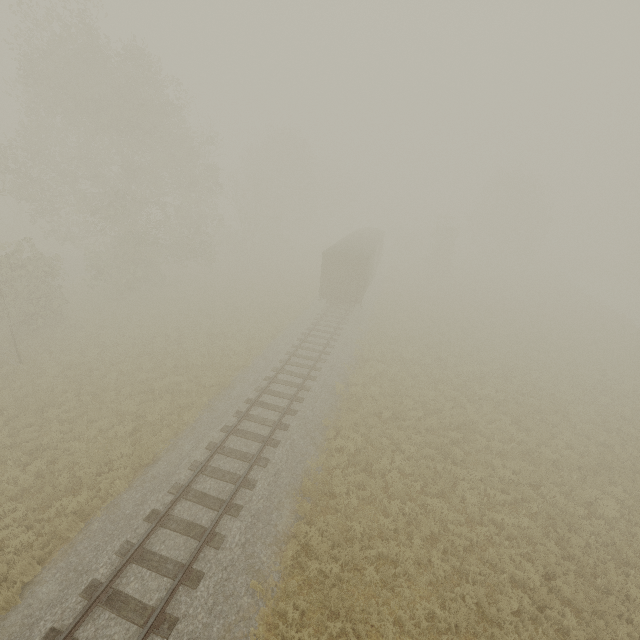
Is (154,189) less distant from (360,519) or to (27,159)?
(27,159)

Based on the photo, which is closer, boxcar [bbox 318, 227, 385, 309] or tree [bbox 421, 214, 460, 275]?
boxcar [bbox 318, 227, 385, 309]

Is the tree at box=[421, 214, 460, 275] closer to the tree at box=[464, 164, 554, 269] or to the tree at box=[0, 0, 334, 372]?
the tree at box=[0, 0, 334, 372]

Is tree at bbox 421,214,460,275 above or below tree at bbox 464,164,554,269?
below

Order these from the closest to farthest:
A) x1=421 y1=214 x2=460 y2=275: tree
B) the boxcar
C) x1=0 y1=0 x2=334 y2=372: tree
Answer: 1. x1=0 y1=0 x2=334 y2=372: tree
2. the boxcar
3. x1=421 y1=214 x2=460 y2=275: tree

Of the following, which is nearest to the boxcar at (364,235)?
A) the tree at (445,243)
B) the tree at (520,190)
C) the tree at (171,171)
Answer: the tree at (445,243)

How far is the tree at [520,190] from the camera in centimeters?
4584cm

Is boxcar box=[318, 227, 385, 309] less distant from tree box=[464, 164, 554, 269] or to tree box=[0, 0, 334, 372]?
tree box=[0, 0, 334, 372]
